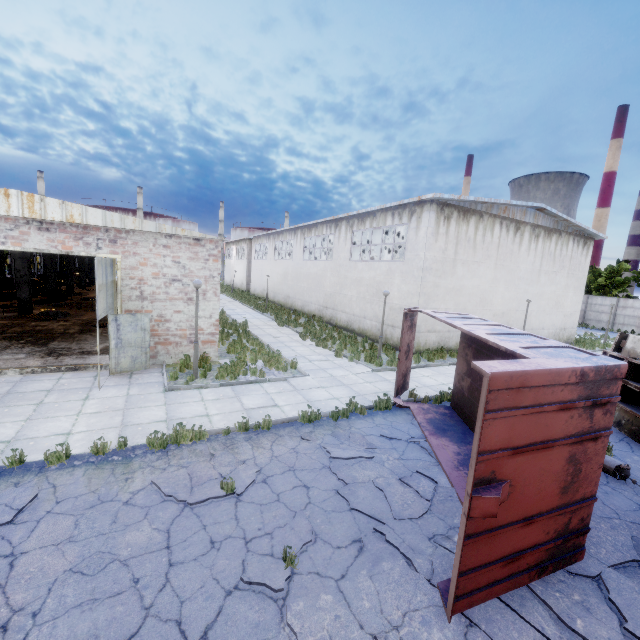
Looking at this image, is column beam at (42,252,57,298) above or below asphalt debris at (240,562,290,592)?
above

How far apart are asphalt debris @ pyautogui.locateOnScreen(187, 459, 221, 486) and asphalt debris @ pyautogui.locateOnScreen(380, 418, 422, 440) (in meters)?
3.30

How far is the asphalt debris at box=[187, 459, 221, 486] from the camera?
6.0m

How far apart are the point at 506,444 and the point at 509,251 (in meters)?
18.78

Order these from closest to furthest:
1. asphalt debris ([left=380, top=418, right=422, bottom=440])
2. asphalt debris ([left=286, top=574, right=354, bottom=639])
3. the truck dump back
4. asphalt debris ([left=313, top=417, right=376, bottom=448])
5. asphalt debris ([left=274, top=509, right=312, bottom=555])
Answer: asphalt debris ([left=286, top=574, right=354, bottom=639])
asphalt debris ([left=274, top=509, right=312, bottom=555])
asphalt debris ([left=313, top=417, right=376, bottom=448])
asphalt debris ([left=380, top=418, right=422, bottom=440])
the truck dump back

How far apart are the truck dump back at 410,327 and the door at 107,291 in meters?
8.5

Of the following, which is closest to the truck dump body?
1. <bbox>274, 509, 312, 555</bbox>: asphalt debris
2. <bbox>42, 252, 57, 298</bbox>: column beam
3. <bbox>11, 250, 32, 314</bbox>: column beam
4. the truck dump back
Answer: the truck dump back

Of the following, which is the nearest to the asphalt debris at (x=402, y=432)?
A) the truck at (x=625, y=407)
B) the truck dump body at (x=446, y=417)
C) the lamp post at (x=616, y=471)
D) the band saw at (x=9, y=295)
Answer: the truck dump body at (x=446, y=417)
